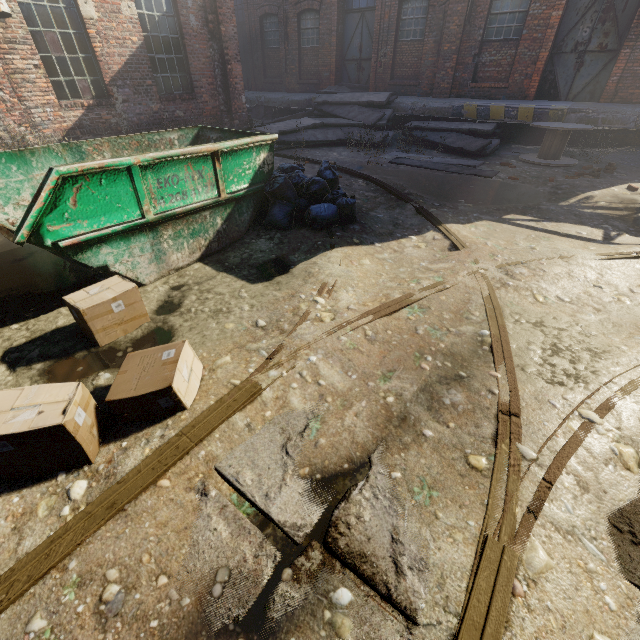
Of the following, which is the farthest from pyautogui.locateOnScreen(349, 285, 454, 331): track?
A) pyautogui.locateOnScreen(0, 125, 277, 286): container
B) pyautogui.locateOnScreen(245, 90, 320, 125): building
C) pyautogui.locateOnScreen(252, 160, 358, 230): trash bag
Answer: pyautogui.locateOnScreen(245, 90, 320, 125): building

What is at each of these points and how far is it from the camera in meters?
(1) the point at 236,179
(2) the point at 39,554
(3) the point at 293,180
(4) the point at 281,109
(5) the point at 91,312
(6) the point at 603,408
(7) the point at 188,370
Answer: (1) container, 4.6 m
(2) track, 1.6 m
(3) trash bag, 5.5 m
(4) building, 16.6 m
(5) carton, 2.9 m
(6) track, 2.4 m
(7) carton, 2.6 m

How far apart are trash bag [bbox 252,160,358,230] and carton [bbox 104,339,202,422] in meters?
3.0

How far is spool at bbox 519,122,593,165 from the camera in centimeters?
891cm

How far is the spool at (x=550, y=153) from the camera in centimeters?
891cm

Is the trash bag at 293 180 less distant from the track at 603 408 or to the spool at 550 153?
the track at 603 408

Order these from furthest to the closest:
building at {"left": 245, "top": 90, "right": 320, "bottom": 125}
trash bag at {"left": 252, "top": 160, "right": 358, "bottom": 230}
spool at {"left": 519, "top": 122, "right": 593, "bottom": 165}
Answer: building at {"left": 245, "top": 90, "right": 320, "bottom": 125} → spool at {"left": 519, "top": 122, "right": 593, "bottom": 165} → trash bag at {"left": 252, "top": 160, "right": 358, "bottom": 230}

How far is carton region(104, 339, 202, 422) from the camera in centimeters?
227cm
